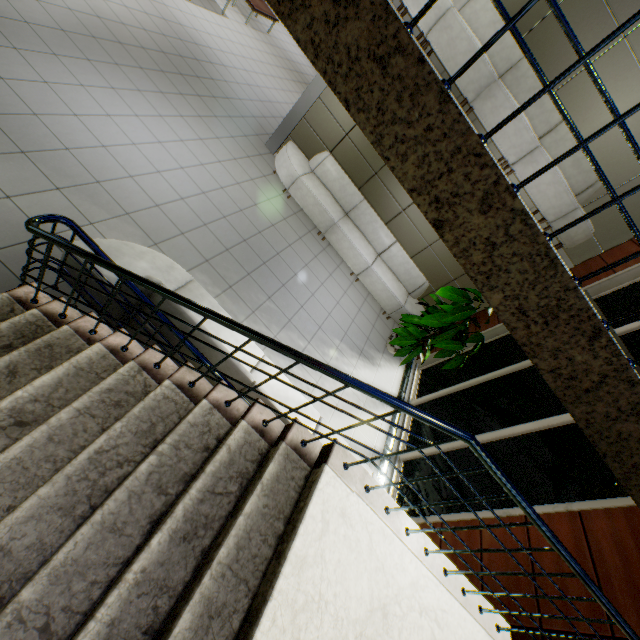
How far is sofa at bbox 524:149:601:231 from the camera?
5.2 meters

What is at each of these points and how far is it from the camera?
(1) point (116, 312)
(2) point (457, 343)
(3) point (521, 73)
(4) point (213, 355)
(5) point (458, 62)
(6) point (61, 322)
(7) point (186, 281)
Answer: (1) sofa, 3.10m
(2) plant, 5.56m
(3) sofa, 5.23m
(4) sofa, 2.93m
(5) sofa, 4.95m
(6) stairs, 2.78m
(7) sofa, 3.55m

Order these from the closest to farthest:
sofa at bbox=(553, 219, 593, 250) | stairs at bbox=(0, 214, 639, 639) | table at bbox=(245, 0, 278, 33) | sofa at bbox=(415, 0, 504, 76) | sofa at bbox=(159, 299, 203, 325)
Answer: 1. stairs at bbox=(0, 214, 639, 639)
2. sofa at bbox=(159, 299, 203, 325)
3. sofa at bbox=(415, 0, 504, 76)
4. sofa at bbox=(553, 219, 593, 250)
5. table at bbox=(245, 0, 278, 33)

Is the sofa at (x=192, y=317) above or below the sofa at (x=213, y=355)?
above

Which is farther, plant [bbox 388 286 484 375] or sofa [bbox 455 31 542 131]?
plant [bbox 388 286 484 375]

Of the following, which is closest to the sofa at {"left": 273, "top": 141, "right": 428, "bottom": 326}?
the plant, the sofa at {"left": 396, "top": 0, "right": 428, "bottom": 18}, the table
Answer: the plant

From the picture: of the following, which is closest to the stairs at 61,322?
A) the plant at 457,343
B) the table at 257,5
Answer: the plant at 457,343
